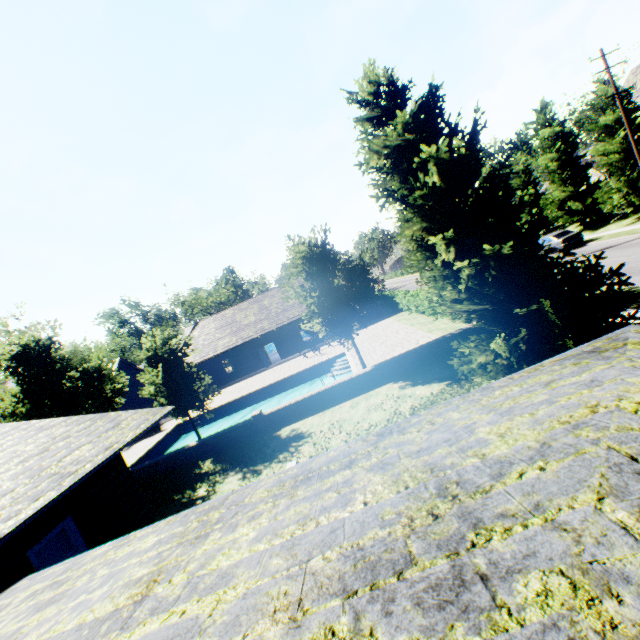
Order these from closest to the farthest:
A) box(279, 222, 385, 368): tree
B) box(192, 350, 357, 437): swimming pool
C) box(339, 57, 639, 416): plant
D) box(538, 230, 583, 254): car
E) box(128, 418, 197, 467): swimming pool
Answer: box(339, 57, 639, 416): plant < box(279, 222, 385, 368): tree < box(128, 418, 197, 467): swimming pool < box(192, 350, 357, 437): swimming pool < box(538, 230, 583, 254): car

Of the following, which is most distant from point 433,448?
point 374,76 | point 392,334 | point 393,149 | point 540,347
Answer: point 392,334

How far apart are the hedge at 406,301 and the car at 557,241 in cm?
1120

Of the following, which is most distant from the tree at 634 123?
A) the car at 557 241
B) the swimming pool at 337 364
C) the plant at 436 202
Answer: the plant at 436 202

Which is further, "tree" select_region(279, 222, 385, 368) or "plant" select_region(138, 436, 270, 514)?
"tree" select_region(279, 222, 385, 368)

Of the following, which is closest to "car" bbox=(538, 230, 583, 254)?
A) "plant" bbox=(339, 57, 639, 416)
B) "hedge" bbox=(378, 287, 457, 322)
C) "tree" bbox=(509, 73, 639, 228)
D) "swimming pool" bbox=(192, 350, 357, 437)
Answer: "tree" bbox=(509, 73, 639, 228)

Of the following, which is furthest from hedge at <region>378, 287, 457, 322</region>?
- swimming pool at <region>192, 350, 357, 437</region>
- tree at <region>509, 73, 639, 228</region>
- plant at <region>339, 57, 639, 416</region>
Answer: plant at <region>339, 57, 639, 416</region>

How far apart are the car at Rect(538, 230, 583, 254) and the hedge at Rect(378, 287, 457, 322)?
11.2 meters
